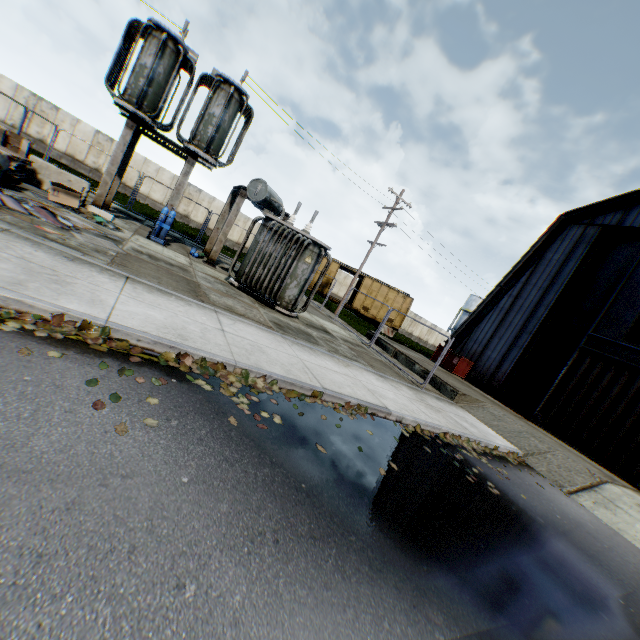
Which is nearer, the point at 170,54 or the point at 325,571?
the point at 325,571

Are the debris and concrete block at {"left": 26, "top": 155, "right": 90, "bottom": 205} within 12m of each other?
yes

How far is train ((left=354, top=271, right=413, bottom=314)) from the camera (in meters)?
29.97

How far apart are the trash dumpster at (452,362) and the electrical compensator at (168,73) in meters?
17.6

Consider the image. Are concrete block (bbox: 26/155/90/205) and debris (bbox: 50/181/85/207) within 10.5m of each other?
yes

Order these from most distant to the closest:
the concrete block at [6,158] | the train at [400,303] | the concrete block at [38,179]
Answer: the train at [400,303] → the concrete block at [38,179] → the concrete block at [6,158]

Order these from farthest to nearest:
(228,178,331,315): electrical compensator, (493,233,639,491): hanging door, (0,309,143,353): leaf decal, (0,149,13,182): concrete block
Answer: (493,233,639,491): hanging door → (228,178,331,315): electrical compensator → (0,149,13,182): concrete block → (0,309,143,353): leaf decal

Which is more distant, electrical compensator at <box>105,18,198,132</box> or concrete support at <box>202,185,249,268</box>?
concrete support at <box>202,185,249,268</box>
